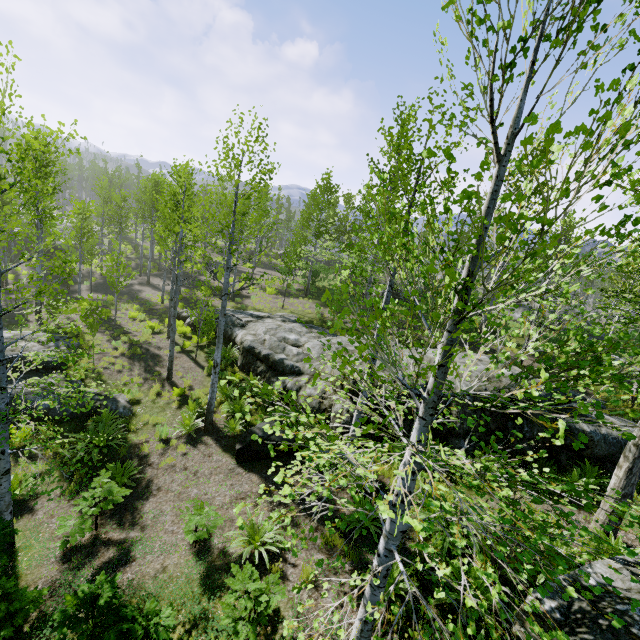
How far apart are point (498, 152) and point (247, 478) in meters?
9.1 m

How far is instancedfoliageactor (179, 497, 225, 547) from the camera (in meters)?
6.25

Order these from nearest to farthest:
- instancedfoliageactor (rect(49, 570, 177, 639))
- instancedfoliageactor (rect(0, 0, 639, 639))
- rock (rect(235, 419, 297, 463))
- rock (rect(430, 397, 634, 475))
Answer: instancedfoliageactor (rect(0, 0, 639, 639)), instancedfoliageactor (rect(49, 570, 177, 639)), rock (rect(430, 397, 634, 475)), rock (rect(235, 419, 297, 463))

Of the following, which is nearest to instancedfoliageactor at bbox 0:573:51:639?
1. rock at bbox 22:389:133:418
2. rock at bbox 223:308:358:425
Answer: rock at bbox 223:308:358:425

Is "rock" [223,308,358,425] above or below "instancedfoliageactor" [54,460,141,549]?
above

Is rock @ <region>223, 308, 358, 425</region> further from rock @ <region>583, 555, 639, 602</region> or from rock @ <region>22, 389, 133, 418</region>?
rock @ <region>22, 389, 133, 418</region>

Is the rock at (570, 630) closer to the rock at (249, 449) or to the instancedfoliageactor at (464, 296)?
the instancedfoliageactor at (464, 296)

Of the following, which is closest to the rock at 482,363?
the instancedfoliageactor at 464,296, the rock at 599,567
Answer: the instancedfoliageactor at 464,296
